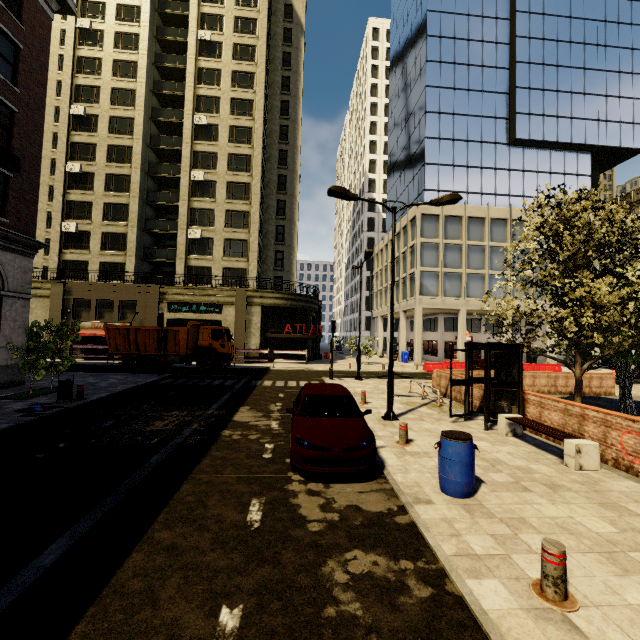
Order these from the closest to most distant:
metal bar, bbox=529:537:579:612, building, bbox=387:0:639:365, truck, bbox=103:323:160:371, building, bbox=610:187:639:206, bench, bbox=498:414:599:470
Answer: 1. metal bar, bbox=529:537:579:612
2. bench, bbox=498:414:599:470
3. truck, bbox=103:323:160:371
4. building, bbox=387:0:639:365
5. building, bbox=610:187:639:206

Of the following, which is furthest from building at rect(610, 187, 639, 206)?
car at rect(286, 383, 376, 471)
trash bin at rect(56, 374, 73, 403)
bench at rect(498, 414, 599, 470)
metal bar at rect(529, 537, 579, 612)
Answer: metal bar at rect(529, 537, 579, 612)

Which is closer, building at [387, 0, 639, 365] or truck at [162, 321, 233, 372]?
truck at [162, 321, 233, 372]

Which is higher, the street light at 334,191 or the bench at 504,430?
the street light at 334,191

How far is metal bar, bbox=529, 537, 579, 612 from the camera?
3.4 meters

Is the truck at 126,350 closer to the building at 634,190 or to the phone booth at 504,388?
the phone booth at 504,388

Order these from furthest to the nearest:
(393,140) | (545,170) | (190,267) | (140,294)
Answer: (393,140) < (545,170) < (190,267) < (140,294)

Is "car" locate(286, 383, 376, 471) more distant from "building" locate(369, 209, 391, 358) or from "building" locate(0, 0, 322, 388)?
"building" locate(369, 209, 391, 358)
